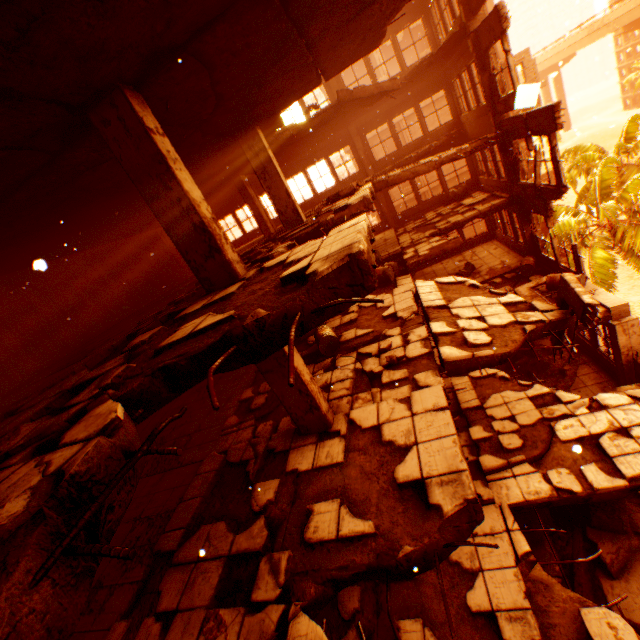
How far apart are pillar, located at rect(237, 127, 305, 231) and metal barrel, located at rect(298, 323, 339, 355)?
3.0 meters

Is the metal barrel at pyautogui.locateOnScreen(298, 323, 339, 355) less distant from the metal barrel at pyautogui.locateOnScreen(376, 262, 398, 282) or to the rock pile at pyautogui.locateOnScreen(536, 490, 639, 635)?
the metal barrel at pyautogui.locateOnScreen(376, 262, 398, 282)

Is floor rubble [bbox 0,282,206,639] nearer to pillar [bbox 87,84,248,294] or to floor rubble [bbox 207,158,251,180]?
pillar [bbox 87,84,248,294]

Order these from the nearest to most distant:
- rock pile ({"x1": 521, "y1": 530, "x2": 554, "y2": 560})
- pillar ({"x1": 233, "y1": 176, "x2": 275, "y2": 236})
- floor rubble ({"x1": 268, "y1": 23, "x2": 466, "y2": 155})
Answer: rock pile ({"x1": 521, "y1": 530, "x2": 554, "y2": 560}) → floor rubble ({"x1": 268, "y1": 23, "x2": 466, "y2": 155}) → pillar ({"x1": 233, "y1": 176, "x2": 275, "y2": 236})

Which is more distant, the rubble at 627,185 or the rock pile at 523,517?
the rubble at 627,185

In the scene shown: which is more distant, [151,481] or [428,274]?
[428,274]

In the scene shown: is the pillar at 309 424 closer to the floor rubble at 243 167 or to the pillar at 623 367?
the floor rubble at 243 167

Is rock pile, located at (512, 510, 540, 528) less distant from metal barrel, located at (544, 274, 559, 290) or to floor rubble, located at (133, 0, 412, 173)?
metal barrel, located at (544, 274, 559, 290)
